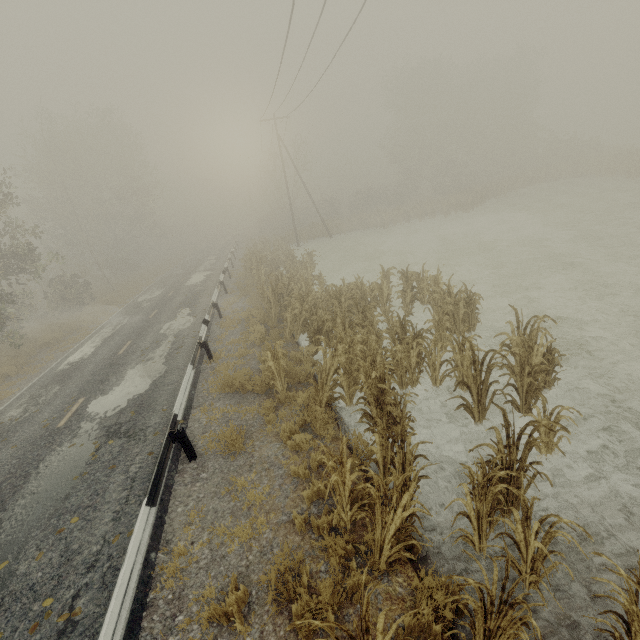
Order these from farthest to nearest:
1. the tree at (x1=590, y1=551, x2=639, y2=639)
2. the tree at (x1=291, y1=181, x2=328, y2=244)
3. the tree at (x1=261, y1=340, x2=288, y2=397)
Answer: the tree at (x1=291, y1=181, x2=328, y2=244)
the tree at (x1=261, y1=340, x2=288, y2=397)
the tree at (x1=590, y1=551, x2=639, y2=639)

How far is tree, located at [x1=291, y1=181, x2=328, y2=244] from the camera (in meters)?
35.98

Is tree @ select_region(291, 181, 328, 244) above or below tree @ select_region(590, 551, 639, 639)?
above

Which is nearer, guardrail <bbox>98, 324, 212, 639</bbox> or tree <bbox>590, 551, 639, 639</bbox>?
tree <bbox>590, 551, 639, 639</bbox>

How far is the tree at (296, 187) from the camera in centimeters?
3598cm

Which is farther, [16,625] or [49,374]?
[49,374]

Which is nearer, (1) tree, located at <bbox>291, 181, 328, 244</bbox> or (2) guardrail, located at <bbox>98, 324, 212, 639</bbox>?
(2) guardrail, located at <bbox>98, 324, 212, 639</bbox>

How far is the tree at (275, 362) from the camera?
8.0m
